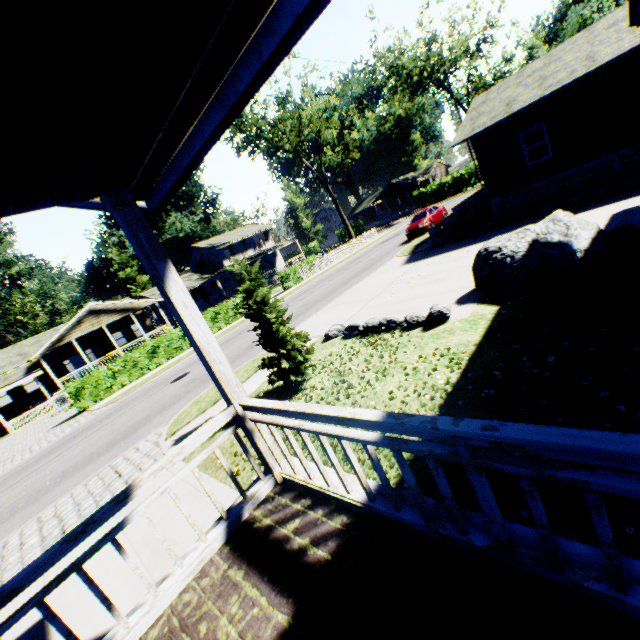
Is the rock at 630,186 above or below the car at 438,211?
below

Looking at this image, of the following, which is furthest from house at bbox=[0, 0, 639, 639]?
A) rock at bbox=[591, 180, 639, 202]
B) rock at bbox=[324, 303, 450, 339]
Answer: rock at bbox=[324, 303, 450, 339]

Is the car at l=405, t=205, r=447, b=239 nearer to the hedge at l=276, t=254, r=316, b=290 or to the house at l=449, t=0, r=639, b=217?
the house at l=449, t=0, r=639, b=217

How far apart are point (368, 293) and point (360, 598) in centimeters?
1316cm

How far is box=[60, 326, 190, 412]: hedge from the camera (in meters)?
19.25

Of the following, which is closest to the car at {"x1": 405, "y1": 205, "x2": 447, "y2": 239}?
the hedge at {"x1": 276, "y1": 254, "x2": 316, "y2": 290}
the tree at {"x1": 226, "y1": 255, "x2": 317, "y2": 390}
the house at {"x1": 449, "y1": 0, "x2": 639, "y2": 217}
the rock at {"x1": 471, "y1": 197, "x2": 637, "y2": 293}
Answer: the house at {"x1": 449, "y1": 0, "x2": 639, "y2": 217}

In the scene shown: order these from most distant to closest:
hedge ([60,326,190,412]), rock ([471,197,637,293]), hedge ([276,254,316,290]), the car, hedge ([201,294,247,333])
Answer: hedge ([276,254,316,290]) → hedge ([201,294,247,333]) → the car → hedge ([60,326,190,412]) → rock ([471,197,637,293])

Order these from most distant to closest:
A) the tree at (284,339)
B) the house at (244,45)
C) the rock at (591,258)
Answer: the tree at (284,339)
the rock at (591,258)
the house at (244,45)
